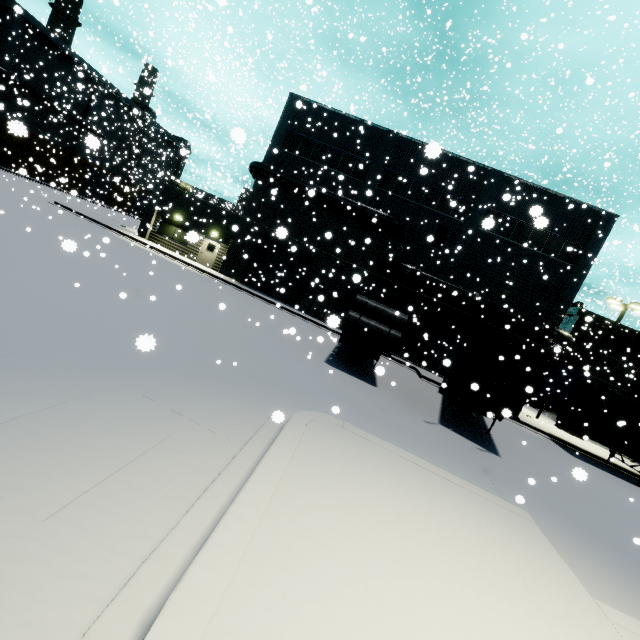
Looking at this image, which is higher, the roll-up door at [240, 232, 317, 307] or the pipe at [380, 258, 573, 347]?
the pipe at [380, 258, 573, 347]

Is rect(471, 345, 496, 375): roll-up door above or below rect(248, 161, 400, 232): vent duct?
below

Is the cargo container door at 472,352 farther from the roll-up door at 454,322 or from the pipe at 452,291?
the pipe at 452,291

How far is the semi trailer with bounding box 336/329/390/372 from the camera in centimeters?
1300cm

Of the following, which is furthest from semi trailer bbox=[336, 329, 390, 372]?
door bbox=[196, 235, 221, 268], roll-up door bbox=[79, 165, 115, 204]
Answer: roll-up door bbox=[79, 165, 115, 204]

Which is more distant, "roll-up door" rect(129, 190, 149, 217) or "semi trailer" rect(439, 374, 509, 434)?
"roll-up door" rect(129, 190, 149, 217)

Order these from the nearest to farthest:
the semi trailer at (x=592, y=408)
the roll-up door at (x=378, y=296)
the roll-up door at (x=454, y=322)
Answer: the semi trailer at (x=592, y=408)
the roll-up door at (x=378, y=296)
the roll-up door at (x=454, y=322)

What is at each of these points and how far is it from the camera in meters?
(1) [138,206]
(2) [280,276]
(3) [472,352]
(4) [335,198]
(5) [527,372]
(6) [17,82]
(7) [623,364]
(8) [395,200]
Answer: (1) roll-up door, 58.2
(2) roll-up door, 25.9
(3) cargo container door, 11.2
(4) vent duct, 23.5
(5) cargo container door, 10.5
(6) pipe, 27.8
(7) building, 31.6
(8) building, 24.0
